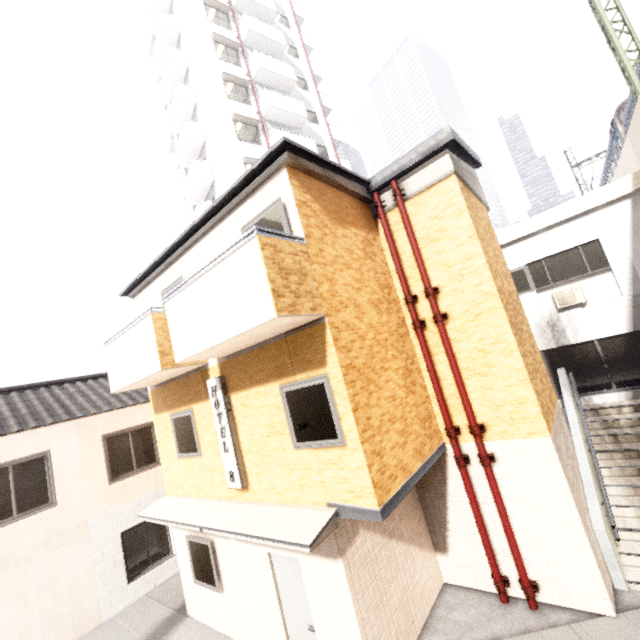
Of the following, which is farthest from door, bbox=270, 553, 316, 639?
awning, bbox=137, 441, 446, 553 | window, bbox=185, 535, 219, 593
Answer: window, bbox=185, 535, 219, 593

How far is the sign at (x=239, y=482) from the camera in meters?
6.6

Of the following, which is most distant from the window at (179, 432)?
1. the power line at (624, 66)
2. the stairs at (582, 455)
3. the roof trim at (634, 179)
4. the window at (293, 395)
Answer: the power line at (624, 66)

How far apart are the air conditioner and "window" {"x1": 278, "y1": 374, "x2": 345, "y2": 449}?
9.4 meters

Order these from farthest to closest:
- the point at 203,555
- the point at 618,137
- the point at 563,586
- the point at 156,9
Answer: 1. the point at 156,9
2. the point at 618,137
3. the point at 203,555
4. the point at 563,586

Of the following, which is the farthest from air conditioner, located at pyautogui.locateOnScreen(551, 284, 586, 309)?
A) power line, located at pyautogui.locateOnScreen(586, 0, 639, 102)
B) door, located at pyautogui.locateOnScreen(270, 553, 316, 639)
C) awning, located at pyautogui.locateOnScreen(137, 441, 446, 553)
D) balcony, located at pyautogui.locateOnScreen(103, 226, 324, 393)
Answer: door, located at pyautogui.locateOnScreen(270, 553, 316, 639)

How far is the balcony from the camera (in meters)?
4.62

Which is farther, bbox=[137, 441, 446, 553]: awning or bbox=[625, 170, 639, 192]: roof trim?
bbox=[625, 170, 639, 192]: roof trim
